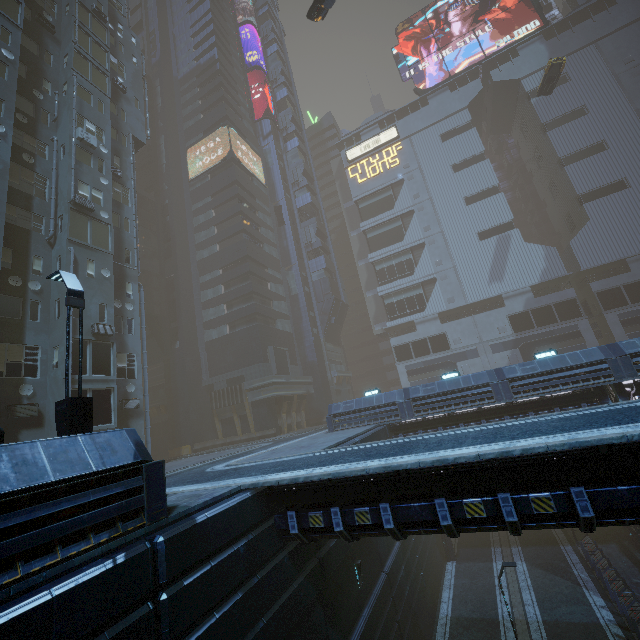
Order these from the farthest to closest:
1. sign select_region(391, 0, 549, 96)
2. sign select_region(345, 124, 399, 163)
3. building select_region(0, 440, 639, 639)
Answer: sign select_region(345, 124, 399, 163), sign select_region(391, 0, 549, 96), building select_region(0, 440, 639, 639)

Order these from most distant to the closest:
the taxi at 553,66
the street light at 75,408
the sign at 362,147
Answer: the sign at 362,147, the taxi at 553,66, the street light at 75,408

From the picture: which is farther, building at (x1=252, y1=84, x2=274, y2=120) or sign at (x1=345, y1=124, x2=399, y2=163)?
building at (x1=252, y1=84, x2=274, y2=120)

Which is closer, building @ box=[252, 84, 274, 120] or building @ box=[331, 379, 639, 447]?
building @ box=[331, 379, 639, 447]

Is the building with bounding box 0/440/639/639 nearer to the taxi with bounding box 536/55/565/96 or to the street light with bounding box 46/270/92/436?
the street light with bounding box 46/270/92/436

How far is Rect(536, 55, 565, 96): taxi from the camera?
33.69m

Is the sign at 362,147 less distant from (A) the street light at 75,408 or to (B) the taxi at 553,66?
(B) the taxi at 553,66

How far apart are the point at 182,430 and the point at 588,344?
49.53m
